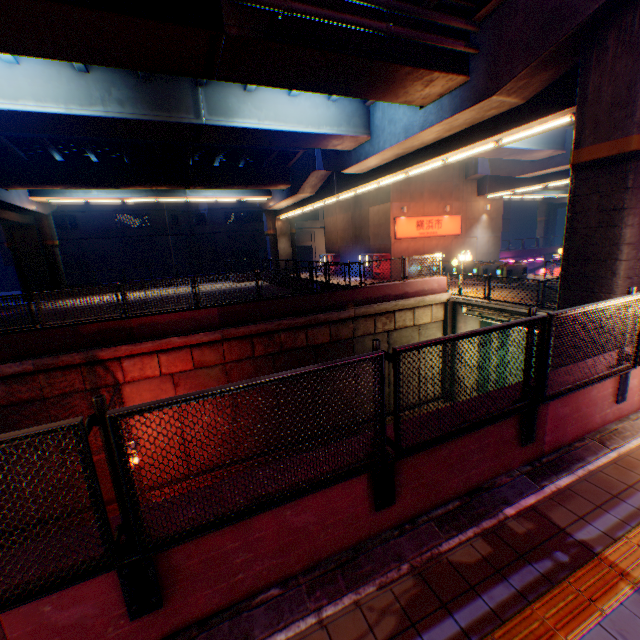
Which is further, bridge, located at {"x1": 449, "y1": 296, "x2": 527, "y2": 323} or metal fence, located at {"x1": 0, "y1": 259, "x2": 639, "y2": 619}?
bridge, located at {"x1": 449, "y1": 296, "x2": 527, "y2": 323}

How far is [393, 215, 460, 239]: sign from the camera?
24.8 meters

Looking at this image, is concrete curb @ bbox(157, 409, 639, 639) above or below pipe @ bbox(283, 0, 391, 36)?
below

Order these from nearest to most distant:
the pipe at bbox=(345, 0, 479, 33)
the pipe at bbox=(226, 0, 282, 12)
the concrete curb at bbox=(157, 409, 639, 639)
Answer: the concrete curb at bbox=(157, 409, 639, 639) → the pipe at bbox=(226, 0, 282, 12) → the pipe at bbox=(345, 0, 479, 33)

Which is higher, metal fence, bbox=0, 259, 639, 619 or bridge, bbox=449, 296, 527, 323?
metal fence, bbox=0, 259, 639, 619

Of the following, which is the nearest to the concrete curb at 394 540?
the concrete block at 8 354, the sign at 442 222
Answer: the concrete block at 8 354

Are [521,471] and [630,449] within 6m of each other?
yes

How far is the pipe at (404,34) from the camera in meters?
8.2
